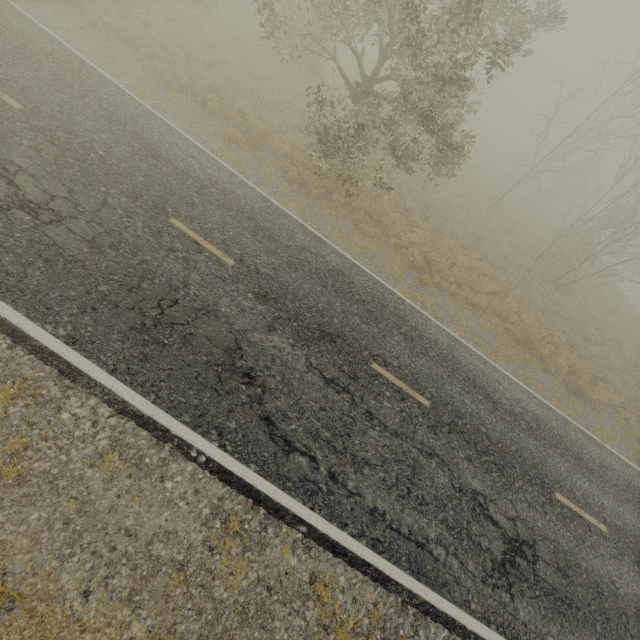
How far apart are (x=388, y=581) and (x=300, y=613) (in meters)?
1.56

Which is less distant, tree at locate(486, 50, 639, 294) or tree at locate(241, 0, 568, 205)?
tree at locate(241, 0, 568, 205)

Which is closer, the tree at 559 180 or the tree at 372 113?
the tree at 372 113
